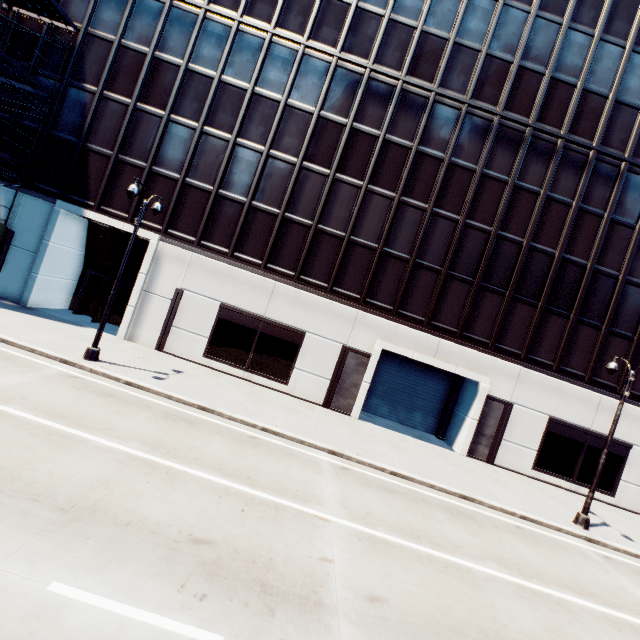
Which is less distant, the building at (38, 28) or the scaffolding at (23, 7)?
the scaffolding at (23, 7)

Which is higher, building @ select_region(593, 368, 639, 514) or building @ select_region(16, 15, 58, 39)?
building @ select_region(16, 15, 58, 39)

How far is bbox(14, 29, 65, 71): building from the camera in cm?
1811

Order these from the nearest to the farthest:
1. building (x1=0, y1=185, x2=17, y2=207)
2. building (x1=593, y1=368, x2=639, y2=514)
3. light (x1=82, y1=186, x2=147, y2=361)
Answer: light (x1=82, y1=186, x2=147, y2=361) → building (x1=0, y1=185, x2=17, y2=207) → building (x1=593, y1=368, x2=639, y2=514)

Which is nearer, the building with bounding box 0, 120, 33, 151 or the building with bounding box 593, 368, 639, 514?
the building with bounding box 0, 120, 33, 151

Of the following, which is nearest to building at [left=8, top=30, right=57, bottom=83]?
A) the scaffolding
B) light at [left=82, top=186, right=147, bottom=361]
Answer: the scaffolding

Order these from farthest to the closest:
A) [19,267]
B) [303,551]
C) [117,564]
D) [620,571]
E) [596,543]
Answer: [19,267]
[596,543]
[620,571]
[303,551]
[117,564]

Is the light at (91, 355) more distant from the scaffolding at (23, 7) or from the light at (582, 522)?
the light at (582, 522)
